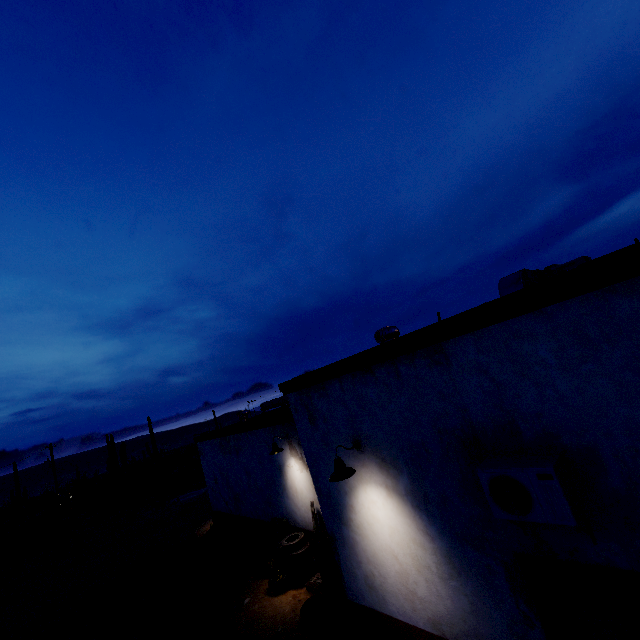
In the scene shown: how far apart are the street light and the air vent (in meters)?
2.63

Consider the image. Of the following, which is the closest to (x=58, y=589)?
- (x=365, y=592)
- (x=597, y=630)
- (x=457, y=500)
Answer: (x=365, y=592)

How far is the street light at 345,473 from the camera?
4.9 meters

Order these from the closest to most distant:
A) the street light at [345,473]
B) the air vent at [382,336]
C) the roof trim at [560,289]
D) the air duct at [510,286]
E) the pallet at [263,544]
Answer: the roof trim at [560,289]
the street light at [345,473]
the air duct at [510,286]
the air vent at [382,336]
the pallet at [263,544]

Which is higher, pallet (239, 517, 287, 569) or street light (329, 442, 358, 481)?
street light (329, 442, 358, 481)

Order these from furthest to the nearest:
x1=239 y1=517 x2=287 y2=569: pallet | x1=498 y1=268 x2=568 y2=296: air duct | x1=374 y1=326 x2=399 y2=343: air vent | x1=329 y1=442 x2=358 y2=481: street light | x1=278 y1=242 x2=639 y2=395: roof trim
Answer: x1=239 y1=517 x2=287 y2=569: pallet
x1=374 y1=326 x2=399 y2=343: air vent
x1=498 y1=268 x2=568 y2=296: air duct
x1=329 y1=442 x2=358 y2=481: street light
x1=278 y1=242 x2=639 y2=395: roof trim

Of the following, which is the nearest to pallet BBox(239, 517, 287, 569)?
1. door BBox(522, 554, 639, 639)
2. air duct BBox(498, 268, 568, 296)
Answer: door BBox(522, 554, 639, 639)

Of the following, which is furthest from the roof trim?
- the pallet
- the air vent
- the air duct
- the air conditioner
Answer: the pallet
